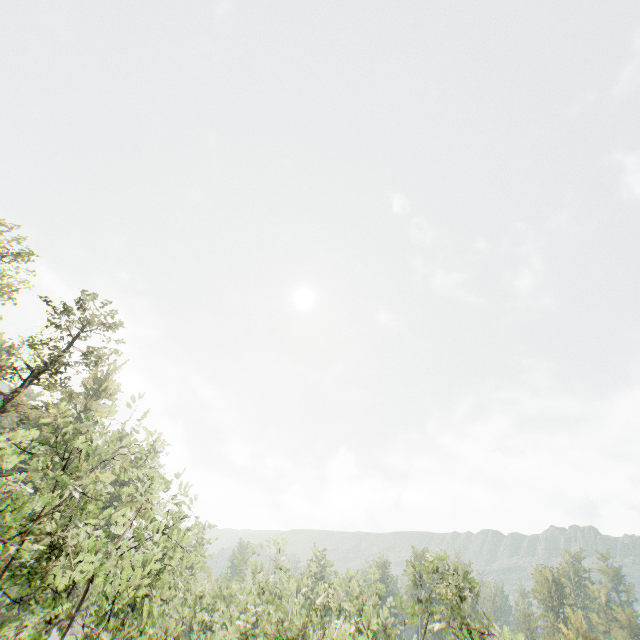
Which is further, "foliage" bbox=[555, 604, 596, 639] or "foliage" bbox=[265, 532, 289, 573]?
"foliage" bbox=[555, 604, 596, 639]

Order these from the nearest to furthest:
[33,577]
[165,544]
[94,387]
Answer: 1. [33,577]
2. [165,544]
3. [94,387]

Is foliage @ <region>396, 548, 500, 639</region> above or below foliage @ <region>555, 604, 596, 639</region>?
below

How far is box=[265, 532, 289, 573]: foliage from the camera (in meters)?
29.78

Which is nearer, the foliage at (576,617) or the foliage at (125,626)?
the foliage at (125,626)

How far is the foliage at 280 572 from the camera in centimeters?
2978cm

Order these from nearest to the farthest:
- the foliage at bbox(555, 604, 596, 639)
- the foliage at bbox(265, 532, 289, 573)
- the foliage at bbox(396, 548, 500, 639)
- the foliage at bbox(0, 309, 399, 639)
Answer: the foliage at bbox(0, 309, 399, 639)
the foliage at bbox(396, 548, 500, 639)
the foliage at bbox(265, 532, 289, 573)
the foliage at bbox(555, 604, 596, 639)
